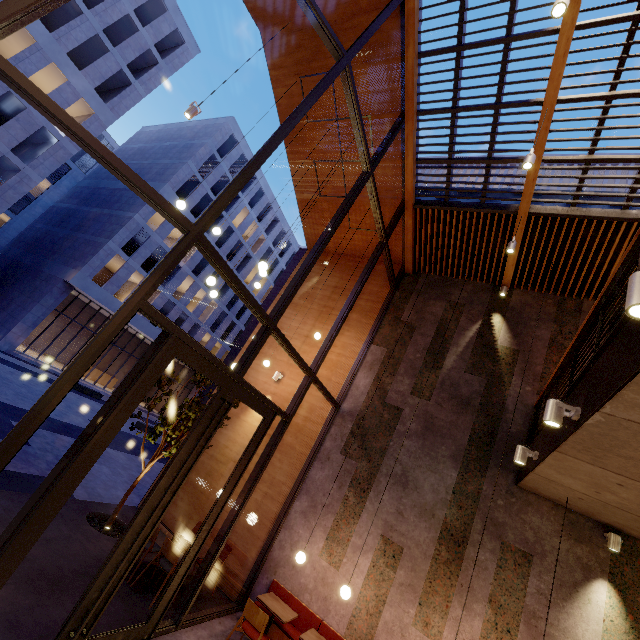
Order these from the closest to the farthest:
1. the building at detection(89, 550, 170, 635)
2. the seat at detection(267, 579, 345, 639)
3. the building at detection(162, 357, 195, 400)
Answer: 1. the building at detection(89, 550, 170, 635)
2. the seat at detection(267, 579, 345, 639)
3. the building at detection(162, 357, 195, 400)

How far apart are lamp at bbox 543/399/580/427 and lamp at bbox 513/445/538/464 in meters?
1.8

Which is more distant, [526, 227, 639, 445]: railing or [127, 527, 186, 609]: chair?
[127, 527, 186, 609]: chair

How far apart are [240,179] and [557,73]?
6.07m

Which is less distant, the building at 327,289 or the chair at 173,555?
the chair at 173,555

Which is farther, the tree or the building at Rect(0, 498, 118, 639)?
the tree

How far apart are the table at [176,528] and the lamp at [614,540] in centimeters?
690cm

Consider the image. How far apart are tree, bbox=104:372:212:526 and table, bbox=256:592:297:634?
3.39m
